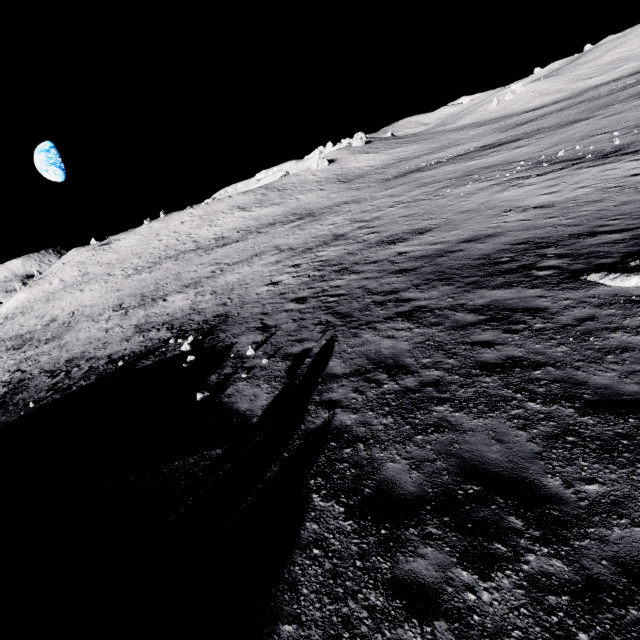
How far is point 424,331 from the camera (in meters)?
9.32
